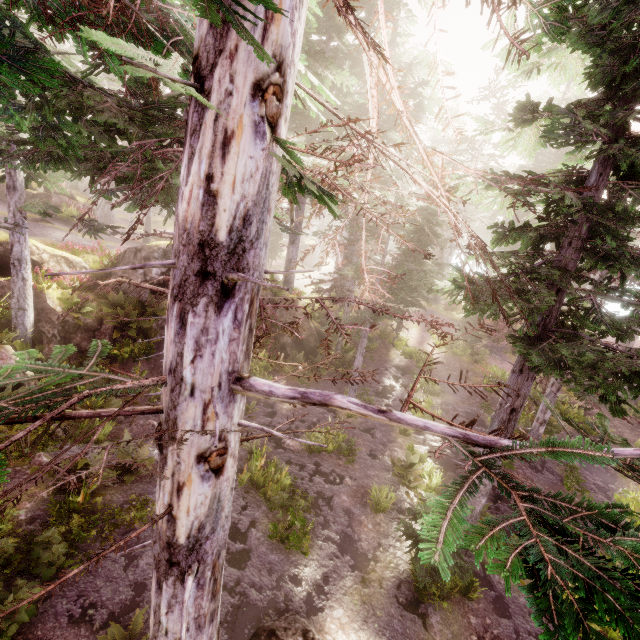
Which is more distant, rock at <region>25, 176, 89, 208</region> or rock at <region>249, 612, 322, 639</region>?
rock at <region>25, 176, 89, 208</region>

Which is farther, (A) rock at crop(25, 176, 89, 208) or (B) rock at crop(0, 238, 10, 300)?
(A) rock at crop(25, 176, 89, 208)

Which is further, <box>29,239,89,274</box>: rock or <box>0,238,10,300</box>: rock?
<box>29,239,89,274</box>: rock

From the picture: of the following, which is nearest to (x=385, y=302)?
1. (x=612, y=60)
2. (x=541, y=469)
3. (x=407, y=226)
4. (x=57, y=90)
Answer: (x=541, y=469)

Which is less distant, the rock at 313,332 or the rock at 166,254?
the rock at 166,254

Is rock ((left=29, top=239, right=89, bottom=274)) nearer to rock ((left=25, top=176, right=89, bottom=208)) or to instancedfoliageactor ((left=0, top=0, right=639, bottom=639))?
instancedfoliageactor ((left=0, top=0, right=639, bottom=639))

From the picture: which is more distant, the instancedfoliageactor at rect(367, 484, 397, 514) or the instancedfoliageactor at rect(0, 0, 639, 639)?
the instancedfoliageactor at rect(367, 484, 397, 514)
